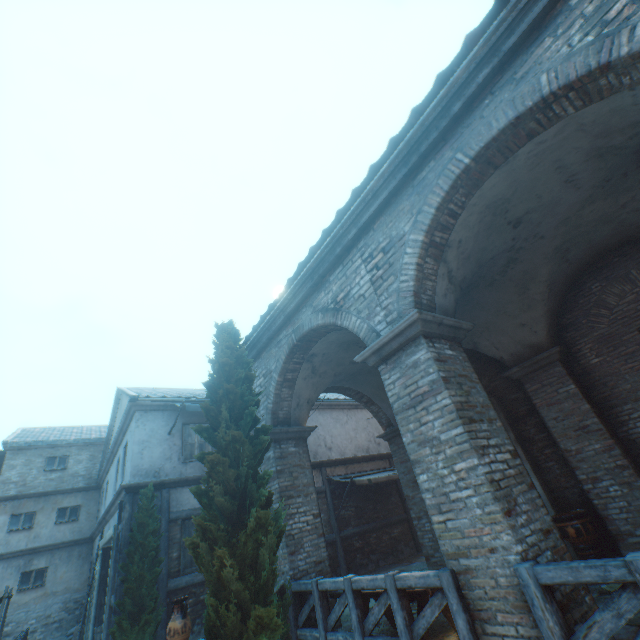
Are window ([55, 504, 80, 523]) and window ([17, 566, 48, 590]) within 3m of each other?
yes

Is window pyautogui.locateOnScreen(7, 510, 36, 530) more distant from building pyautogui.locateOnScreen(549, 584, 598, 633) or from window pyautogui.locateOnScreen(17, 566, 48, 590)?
window pyautogui.locateOnScreen(17, 566, 48, 590)

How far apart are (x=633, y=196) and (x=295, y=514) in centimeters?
920cm

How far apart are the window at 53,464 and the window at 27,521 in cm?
186

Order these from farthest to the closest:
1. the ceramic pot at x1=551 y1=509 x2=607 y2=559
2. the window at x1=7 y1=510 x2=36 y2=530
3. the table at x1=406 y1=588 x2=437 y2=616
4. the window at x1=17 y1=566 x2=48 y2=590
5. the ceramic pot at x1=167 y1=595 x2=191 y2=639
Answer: the window at x1=7 y1=510 x2=36 y2=530, the window at x1=17 y1=566 x2=48 y2=590, the ceramic pot at x1=551 y1=509 x2=607 y2=559, the ceramic pot at x1=167 y1=595 x2=191 y2=639, the table at x1=406 y1=588 x2=437 y2=616

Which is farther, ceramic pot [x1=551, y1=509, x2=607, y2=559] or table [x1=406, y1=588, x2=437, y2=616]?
ceramic pot [x1=551, y1=509, x2=607, y2=559]

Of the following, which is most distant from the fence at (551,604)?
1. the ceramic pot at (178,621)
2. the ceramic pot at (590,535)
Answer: the ceramic pot at (178,621)

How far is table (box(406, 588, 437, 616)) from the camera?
4.3 meters
